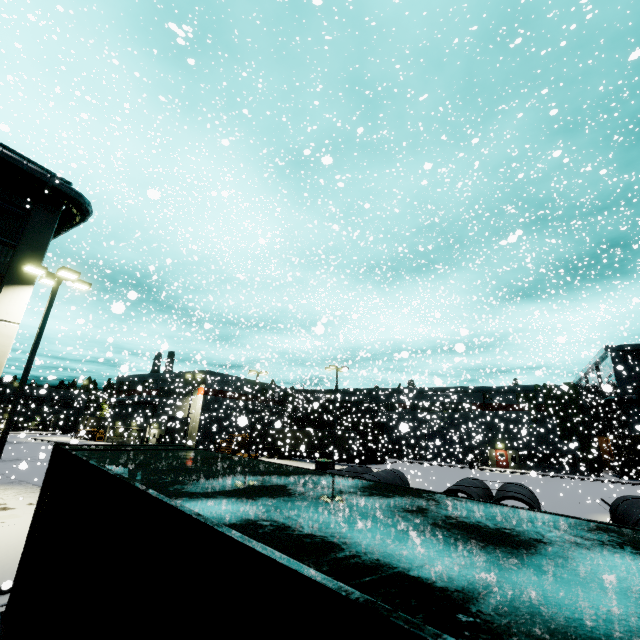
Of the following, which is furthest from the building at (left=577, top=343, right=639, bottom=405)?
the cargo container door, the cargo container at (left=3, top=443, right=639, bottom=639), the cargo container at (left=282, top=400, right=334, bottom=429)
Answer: the cargo container door

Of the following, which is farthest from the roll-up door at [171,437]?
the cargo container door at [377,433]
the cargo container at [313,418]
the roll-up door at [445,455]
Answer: the cargo container door at [377,433]

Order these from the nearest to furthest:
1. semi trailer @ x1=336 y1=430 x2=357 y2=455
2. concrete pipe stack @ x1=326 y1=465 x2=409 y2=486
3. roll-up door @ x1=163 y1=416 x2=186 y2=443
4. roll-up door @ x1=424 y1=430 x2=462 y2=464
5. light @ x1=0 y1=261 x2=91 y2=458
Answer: concrete pipe stack @ x1=326 y1=465 x2=409 y2=486, light @ x1=0 y1=261 x2=91 y2=458, semi trailer @ x1=336 y1=430 x2=357 y2=455, roll-up door @ x1=424 y1=430 x2=462 y2=464, roll-up door @ x1=163 y1=416 x2=186 y2=443

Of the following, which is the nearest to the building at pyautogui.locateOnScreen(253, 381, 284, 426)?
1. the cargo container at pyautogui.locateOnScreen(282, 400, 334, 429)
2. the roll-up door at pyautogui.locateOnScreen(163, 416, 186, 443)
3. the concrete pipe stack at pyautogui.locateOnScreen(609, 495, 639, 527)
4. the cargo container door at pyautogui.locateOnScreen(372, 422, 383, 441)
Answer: the roll-up door at pyautogui.locateOnScreen(163, 416, 186, 443)

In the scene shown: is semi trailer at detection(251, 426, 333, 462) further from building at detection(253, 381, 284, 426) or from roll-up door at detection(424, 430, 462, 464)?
roll-up door at detection(424, 430, 462, 464)

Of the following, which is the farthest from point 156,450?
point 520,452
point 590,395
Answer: point 520,452

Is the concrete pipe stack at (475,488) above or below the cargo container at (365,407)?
below

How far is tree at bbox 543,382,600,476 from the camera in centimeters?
3800cm
